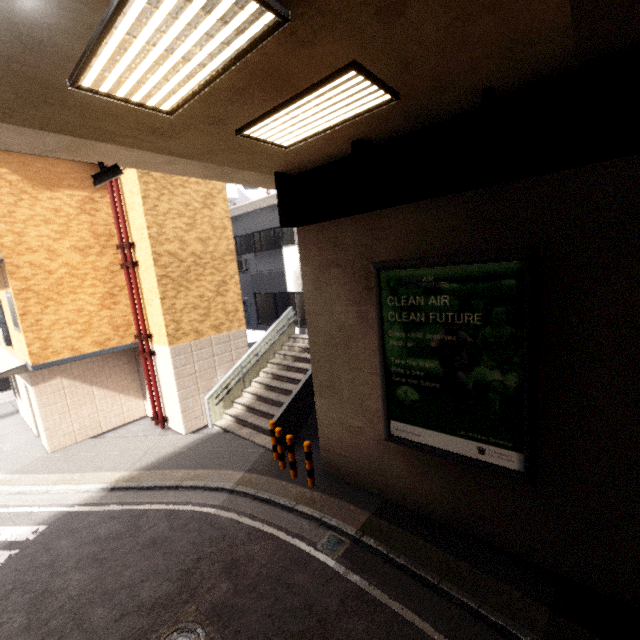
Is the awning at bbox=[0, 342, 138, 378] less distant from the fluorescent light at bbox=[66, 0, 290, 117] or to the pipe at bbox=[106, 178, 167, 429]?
the pipe at bbox=[106, 178, 167, 429]

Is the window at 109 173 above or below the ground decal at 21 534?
above

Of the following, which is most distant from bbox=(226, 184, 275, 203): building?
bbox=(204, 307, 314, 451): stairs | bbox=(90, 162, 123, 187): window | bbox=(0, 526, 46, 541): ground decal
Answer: bbox=(0, 526, 46, 541): ground decal

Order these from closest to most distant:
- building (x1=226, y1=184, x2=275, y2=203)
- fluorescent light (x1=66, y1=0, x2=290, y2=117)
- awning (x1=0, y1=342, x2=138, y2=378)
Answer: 1. fluorescent light (x1=66, y1=0, x2=290, y2=117)
2. awning (x1=0, y1=342, x2=138, y2=378)
3. building (x1=226, y1=184, x2=275, y2=203)

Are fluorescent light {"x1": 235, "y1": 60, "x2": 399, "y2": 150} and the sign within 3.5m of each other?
yes

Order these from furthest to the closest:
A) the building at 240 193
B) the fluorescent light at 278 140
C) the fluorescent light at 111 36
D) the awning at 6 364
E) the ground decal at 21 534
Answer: the building at 240 193 → the awning at 6 364 → the ground decal at 21 534 → the fluorescent light at 278 140 → the fluorescent light at 111 36

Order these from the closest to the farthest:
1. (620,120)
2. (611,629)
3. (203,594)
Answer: (620,120) → (611,629) → (203,594)

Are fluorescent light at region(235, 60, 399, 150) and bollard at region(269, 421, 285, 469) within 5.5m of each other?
no
